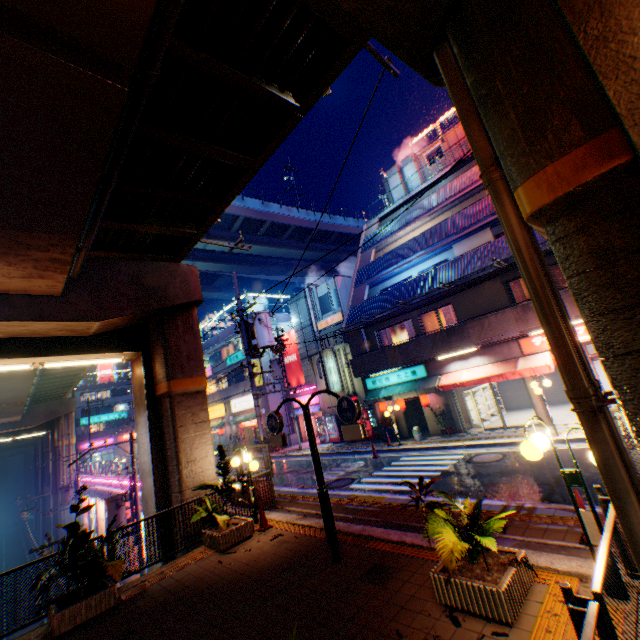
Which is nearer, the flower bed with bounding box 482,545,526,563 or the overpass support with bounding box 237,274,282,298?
the flower bed with bounding box 482,545,526,563

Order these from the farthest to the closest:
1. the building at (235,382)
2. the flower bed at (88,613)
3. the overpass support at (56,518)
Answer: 1. the building at (235,382)
2. the overpass support at (56,518)
3. the flower bed at (88,613)

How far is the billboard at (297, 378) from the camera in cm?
2839

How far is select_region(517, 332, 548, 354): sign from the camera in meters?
14.1 m

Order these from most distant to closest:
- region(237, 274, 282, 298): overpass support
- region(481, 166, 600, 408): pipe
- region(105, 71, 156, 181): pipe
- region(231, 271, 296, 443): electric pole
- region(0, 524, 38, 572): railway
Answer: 1. region(237, 274, 282, 298): overpass support
2. region(0, 524, 38, 572): railway
3. region(231, 271, 296, 443): electric pole
4. region(105, 71, 156, 181): pipe
5. region(481, 166, 600, 408): pipe

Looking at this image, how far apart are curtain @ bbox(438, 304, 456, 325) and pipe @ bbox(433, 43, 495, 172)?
14.5m

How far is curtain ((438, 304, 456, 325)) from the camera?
17.67m

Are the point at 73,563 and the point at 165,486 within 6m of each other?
yes
